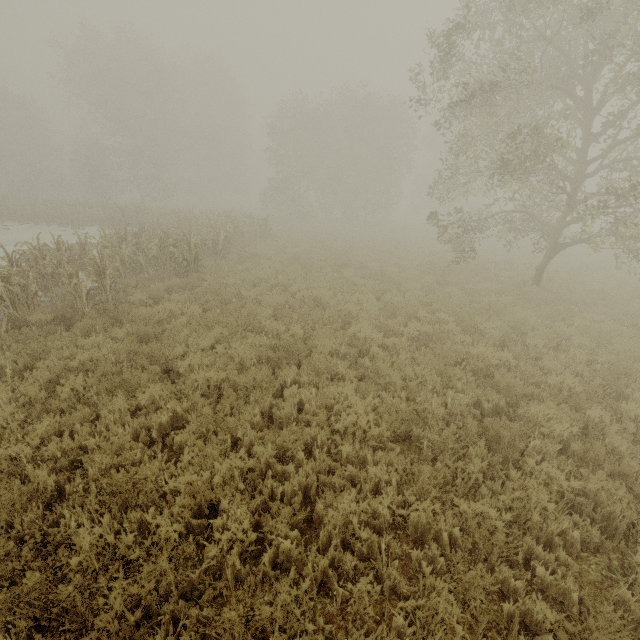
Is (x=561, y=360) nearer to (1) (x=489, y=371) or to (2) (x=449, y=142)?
(1) (x=489, y=371)
